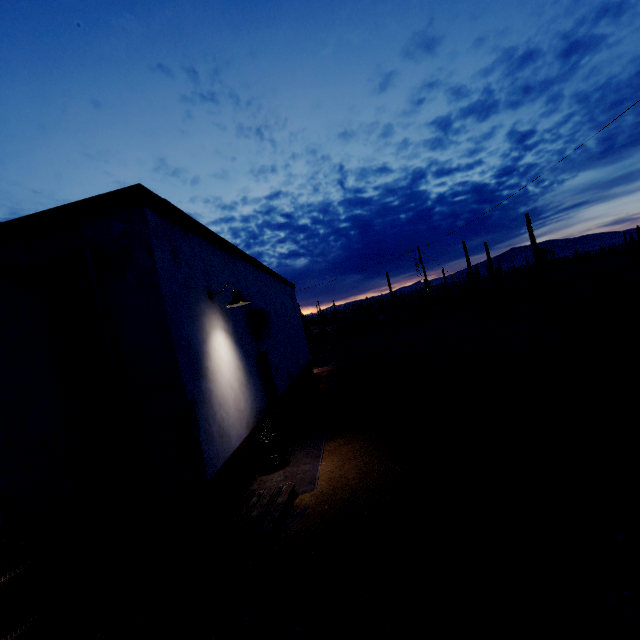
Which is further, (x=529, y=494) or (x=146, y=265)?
(x=146, y=265)

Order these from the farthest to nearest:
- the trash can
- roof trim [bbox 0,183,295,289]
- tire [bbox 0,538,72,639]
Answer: the trash can, roof trim [bbox 0,183,295,289], tire [bbox 0,538,72,639]

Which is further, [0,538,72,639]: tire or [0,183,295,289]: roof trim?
[0,183,295,289]: roof trim

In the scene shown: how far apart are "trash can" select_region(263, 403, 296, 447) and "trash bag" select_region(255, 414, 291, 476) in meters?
0.0 m

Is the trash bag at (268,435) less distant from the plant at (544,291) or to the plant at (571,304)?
the plant at (571,304)

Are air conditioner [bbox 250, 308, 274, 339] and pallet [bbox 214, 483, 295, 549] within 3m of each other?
no

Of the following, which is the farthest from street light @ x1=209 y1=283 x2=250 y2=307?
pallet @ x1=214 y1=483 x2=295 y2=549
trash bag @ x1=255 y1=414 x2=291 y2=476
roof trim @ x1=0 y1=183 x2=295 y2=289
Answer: pallet @ x1=214 y1=483 x2=295 y2=549

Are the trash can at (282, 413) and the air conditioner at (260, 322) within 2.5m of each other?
yes
